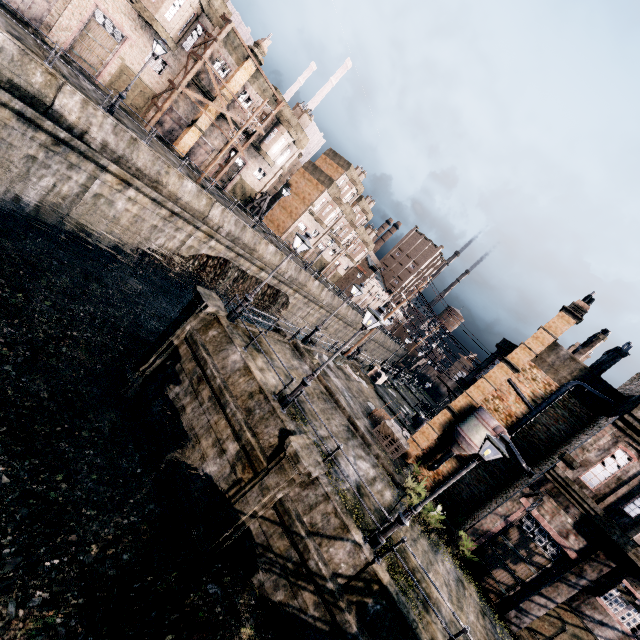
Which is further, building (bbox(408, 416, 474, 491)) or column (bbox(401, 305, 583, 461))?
building (bbox(408, 416, 474, 491))

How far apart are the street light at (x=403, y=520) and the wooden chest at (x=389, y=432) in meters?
8.7 m

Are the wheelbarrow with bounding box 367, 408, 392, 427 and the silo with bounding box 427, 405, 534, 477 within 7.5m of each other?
yes

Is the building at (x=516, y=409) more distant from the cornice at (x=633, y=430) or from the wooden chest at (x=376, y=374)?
the wooden chest at (x=376, y=374)

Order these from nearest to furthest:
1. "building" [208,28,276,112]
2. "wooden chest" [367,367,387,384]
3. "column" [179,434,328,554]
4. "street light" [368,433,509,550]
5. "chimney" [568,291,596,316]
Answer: "street light" [368,433,509,550] → "column" [179,434,328,554] → "chimney" [568,291,596,316] → "building" [208,28,276,112] → "wooden chest" [367,367,387,384]

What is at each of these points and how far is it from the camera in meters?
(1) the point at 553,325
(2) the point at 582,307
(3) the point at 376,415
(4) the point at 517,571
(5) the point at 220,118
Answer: (1) column, 19.5
(2) chimney, 19.1
(3) wheelbarrow, 22.5
(4) building, 15.7
(5) building, 34.2

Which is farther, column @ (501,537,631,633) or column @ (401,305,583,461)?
column @ (401,305,583,461)

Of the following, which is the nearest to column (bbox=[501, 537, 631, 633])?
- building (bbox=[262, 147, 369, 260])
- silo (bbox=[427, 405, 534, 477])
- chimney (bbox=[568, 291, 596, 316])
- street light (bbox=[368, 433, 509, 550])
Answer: silo (bbox=[427, 405, 534, 477])
